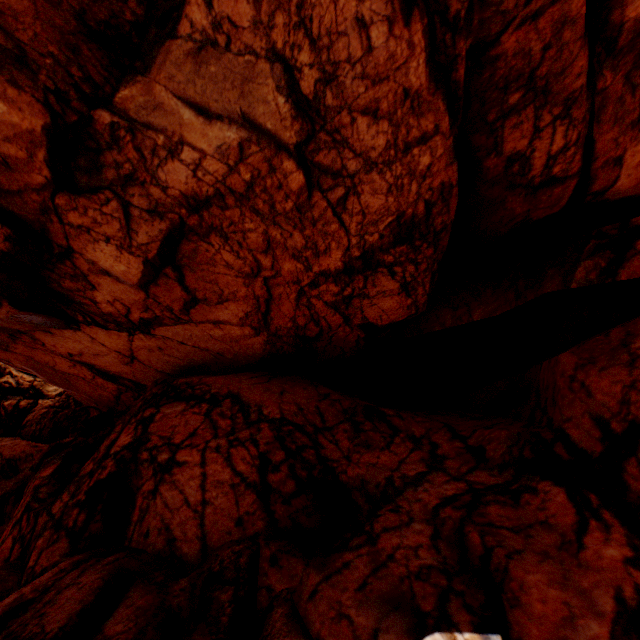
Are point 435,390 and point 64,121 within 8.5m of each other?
no
